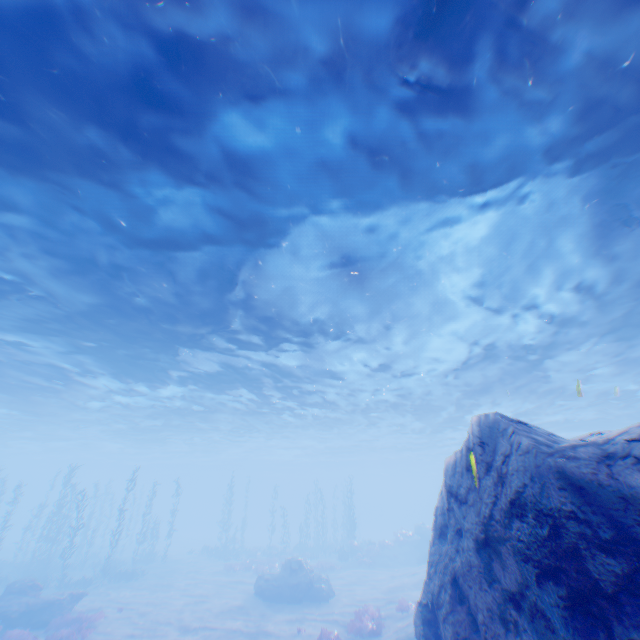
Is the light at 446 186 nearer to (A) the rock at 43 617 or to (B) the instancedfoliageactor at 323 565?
(A) the rock at 43 617

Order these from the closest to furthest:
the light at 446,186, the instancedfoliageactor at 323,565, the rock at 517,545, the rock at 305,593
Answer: the rock at 517,545
the light at 446,186
the rock at 305,593
the instancedfoliageactor at 323,565

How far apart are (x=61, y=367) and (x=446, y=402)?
27.7m

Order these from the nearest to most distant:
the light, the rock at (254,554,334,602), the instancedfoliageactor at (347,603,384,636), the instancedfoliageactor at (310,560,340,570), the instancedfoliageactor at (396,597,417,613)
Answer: the light, the instancedfoliageactor at (347,603,384,636), the instancedfoliageactor at (396,597,417,613), the rock at (254,554,334,602), the instancedfoliageactor at (310,560,340,570)

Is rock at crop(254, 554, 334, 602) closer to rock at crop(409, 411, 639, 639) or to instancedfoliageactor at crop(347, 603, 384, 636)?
instancedfoliageactor at crop(347, 603, 384, 636)

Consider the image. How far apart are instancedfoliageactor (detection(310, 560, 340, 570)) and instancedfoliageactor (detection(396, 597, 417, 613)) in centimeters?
1397cm

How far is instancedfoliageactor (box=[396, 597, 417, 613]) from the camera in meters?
16.9 m

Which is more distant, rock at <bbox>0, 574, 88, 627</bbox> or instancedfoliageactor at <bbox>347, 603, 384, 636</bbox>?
rock at <bbox>0, 574, 88, 627</bbox>
